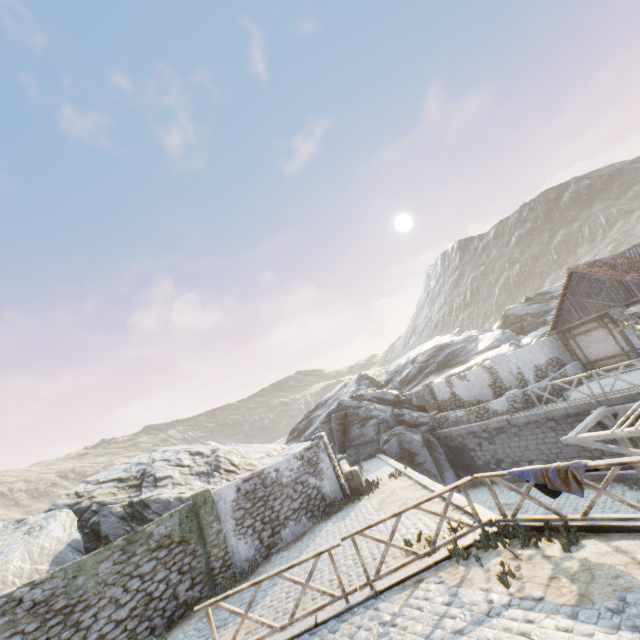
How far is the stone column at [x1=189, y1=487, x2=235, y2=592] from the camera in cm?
1109

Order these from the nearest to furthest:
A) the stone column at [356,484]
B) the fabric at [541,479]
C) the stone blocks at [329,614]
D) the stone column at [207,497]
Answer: the fabric at [541,479] → the stone blocks at [329,614] → the stone column at [207,497] → the stone column at [356,484]

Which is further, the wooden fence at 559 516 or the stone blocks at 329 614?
the stone blocks at 329 614

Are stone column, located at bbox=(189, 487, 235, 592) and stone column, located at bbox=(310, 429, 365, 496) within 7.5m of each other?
yes

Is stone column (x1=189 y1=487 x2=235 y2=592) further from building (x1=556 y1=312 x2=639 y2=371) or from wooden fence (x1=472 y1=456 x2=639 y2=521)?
building (x1=556 y1=312 x2=639 y2=371)

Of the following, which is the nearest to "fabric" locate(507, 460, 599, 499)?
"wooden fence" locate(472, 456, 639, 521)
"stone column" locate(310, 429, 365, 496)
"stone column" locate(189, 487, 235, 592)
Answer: "wooden fence" locate(472, 456, 639, 521)

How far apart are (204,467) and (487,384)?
18.1m

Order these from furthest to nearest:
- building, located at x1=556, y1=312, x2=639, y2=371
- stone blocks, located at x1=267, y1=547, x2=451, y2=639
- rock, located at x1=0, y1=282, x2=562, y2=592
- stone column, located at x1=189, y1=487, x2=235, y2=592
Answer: building, located at x1=556, y1=312, x2=639, y2=371, rock, located at x1=0, y1=282, x2=562, y2=592, stone column, located at x1=189, y1=487, x2=235, y2=592, stone blocks, located at x1=267, y1=547, x2=451, y2=639
